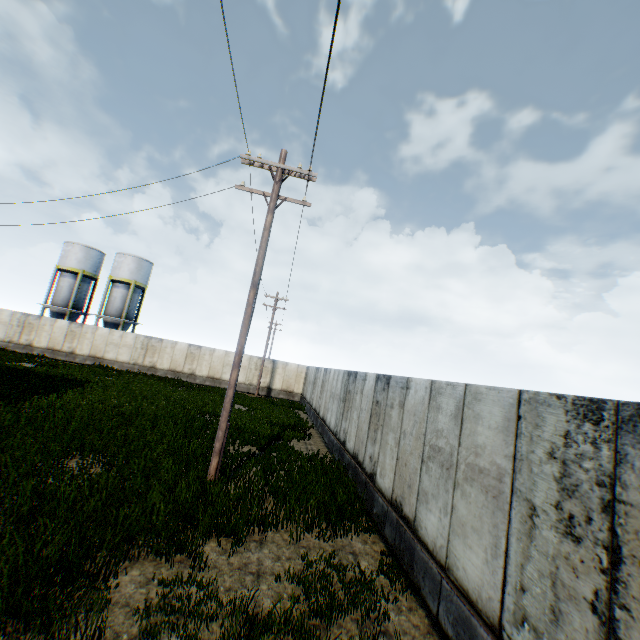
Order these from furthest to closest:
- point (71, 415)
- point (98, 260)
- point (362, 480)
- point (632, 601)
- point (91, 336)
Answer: point (98, 260) < point (91, 336) < point (71, 415) < point (362, 480) < point (632, 601)

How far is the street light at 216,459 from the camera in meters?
8.5 m

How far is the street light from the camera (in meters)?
8.54
